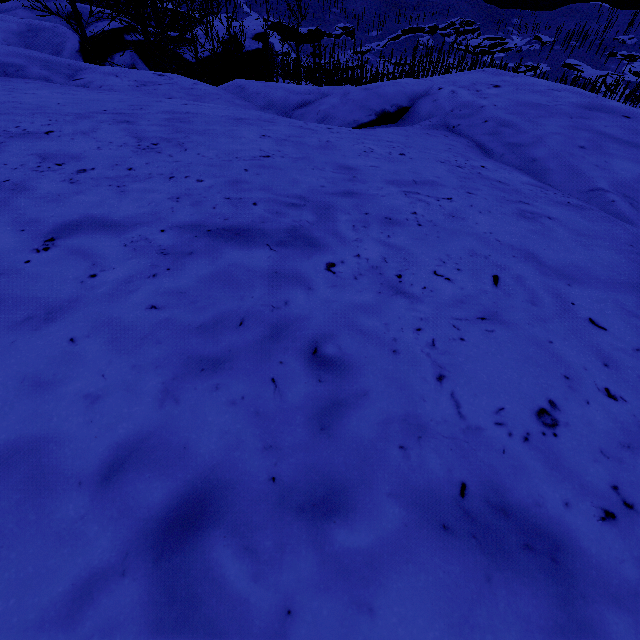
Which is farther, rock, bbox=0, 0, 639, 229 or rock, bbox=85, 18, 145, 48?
rock, bbox=85, 18, 145, 48

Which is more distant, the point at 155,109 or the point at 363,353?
the point at 155,109

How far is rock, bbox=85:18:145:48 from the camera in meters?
15.4

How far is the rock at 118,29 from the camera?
15.4 meters

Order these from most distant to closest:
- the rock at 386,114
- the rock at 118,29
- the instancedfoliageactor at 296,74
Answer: the instancedfoliageactor at 296,74, the rock at 118,29, the rock at 386,114

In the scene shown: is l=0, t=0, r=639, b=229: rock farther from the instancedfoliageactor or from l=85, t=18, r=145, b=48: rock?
the instancedfoliageactor

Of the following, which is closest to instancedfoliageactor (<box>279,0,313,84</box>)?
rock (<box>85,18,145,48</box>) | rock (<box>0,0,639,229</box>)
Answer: rock (<box>85,18,145,48</box>)
